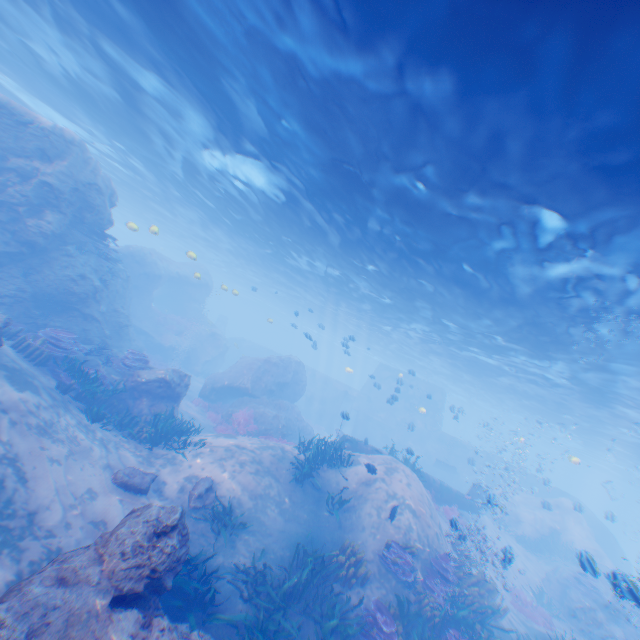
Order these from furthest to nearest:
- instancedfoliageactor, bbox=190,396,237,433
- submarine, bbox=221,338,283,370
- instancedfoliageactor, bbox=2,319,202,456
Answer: submarine, bbox=221,338,283,370
instancedfoliageactor, bbox=190,396,237,433
instancedfoliageactor, bbox=2,319,202,456

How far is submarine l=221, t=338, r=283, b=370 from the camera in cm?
4356

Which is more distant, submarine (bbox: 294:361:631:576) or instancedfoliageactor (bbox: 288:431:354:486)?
submarine (bbox: 294:361:631:576)

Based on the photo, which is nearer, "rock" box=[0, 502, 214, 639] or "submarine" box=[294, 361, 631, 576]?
"rock" box=[0, 502, 214, 639]

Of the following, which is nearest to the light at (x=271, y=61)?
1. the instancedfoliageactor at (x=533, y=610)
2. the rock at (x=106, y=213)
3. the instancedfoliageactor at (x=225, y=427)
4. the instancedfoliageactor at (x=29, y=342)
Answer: the rock at (x=106, y=213)

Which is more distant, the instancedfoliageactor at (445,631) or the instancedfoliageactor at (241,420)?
the instancedfoliageactor at (241,420)

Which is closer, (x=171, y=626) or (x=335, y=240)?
(x=171, y=626)

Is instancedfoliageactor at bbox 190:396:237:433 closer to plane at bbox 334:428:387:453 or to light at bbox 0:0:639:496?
plane at bbox 334:428:387:453
